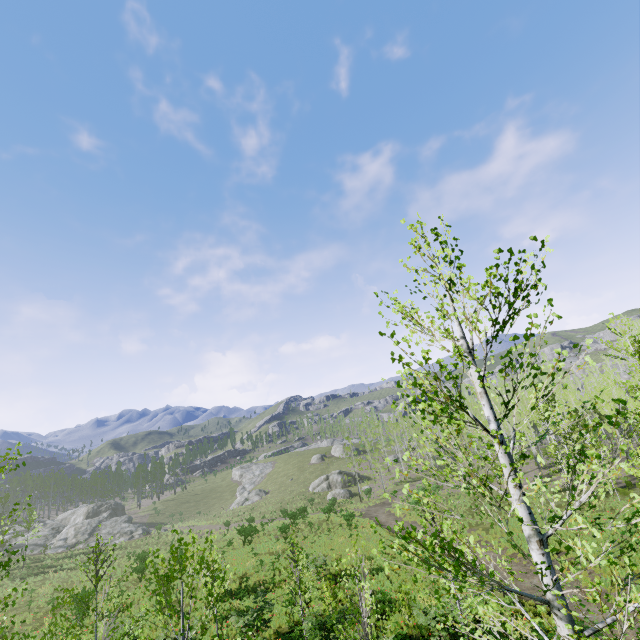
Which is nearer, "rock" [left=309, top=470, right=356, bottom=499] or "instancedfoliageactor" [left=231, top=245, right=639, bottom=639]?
"instancedfoliageactor" [left=231, top=245, right=639, bottom=639]

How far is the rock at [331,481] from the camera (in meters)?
52.41

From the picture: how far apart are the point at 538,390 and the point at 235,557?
37.37m

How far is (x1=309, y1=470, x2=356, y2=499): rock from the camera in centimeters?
5241cm

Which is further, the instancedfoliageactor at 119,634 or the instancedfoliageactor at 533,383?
the instancedfoliageactor at 119,634

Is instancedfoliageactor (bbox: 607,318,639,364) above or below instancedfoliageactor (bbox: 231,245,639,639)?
above

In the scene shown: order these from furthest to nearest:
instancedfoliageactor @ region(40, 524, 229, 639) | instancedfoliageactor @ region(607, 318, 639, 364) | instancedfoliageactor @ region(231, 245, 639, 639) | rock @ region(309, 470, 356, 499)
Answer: rock @ region(309, 470, 356, 499)
instancedfoliageactor @ region(607, 318, 639, 364)
instancedfoliageactor @ region(40, 524, 229, 639)
instancedfoliageactor @ region(231, 245, 639, 639)
